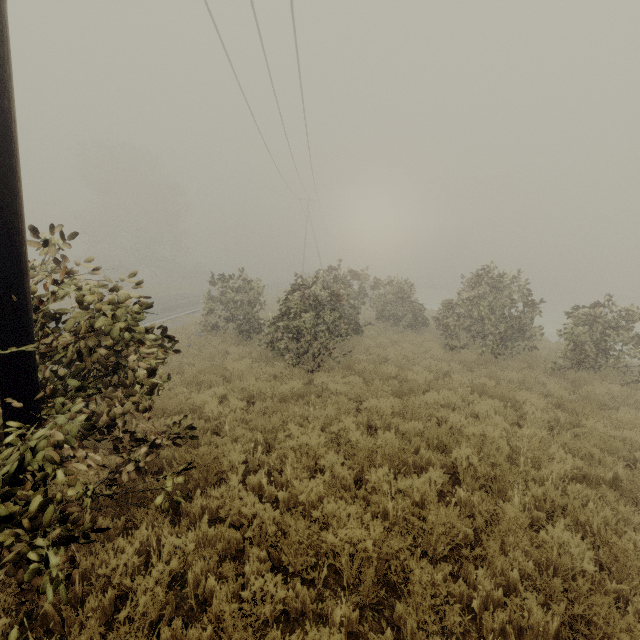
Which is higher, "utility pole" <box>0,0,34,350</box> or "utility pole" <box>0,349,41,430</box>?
"utility pole" <box>0,0,34,350</box>

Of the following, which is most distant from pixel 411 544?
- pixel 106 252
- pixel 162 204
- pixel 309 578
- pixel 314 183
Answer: pixel 106 252

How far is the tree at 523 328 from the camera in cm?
1167

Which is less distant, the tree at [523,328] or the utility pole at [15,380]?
the utility pole at [15,380]

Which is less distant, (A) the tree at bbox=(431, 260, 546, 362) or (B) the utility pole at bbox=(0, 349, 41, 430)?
(B) the utility pole at bbox=(0, 349, 41, 430)

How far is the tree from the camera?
11.67m
